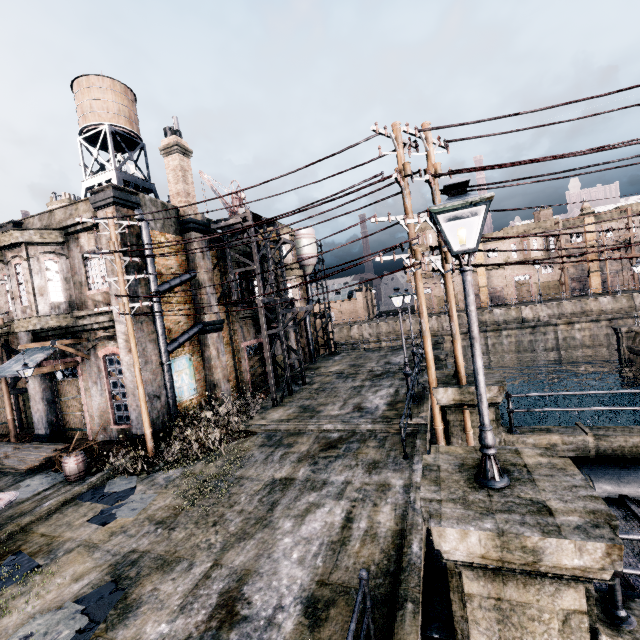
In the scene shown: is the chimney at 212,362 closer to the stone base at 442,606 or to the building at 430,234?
the stone base at 442,606

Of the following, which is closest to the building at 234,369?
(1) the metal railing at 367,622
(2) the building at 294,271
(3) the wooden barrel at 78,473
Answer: (2) the building at 294,271

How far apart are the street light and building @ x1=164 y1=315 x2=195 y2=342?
14.7m

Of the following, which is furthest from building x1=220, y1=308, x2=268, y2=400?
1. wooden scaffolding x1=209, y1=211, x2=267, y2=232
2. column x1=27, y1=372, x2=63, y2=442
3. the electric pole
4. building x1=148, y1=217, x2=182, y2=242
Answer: column x1=27, y1=372, x2=63, y2=442

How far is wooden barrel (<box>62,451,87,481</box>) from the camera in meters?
12.4 m

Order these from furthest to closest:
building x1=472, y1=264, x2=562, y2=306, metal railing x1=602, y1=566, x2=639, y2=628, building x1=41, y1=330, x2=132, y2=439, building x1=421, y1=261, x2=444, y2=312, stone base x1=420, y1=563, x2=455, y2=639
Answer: building x1=421, y1=261, x2=444, y2=312, building x1=472, y1=264, x2=562, y2=306, building x1=41, y1=330, x2=132, y2=439, stone base x1=420, y1=563, x2=455, y2=639, metal railing x1=602, y1=566, x2=639, y2=628

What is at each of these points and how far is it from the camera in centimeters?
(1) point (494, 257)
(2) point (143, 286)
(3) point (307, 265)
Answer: (1) building, 5362cm
(2) column, 1513cm
(3) silo, 3291cm

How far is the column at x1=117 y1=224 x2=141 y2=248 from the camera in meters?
14.3
